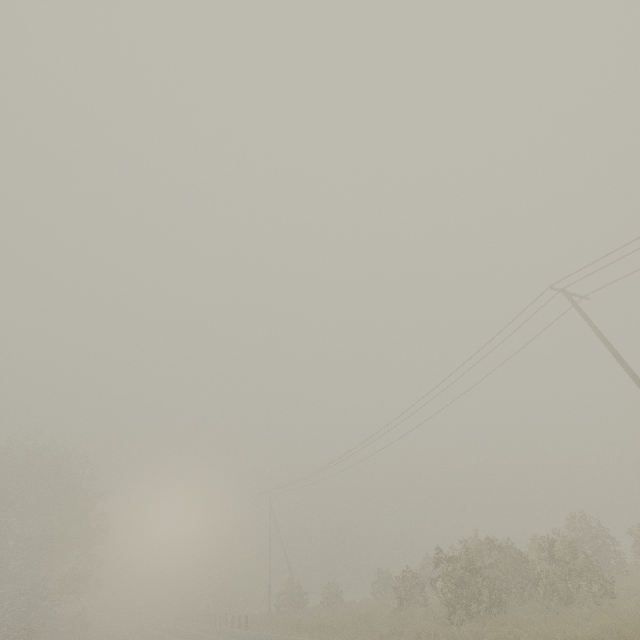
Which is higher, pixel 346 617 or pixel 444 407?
pixel 444 407

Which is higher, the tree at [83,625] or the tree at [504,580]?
the tree at [83,625]

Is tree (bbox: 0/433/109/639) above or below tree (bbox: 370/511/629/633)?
above

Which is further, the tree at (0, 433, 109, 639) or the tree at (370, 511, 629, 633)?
the tree at (0, 433, 109, 639)

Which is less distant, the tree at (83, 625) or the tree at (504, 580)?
the tree at (504, 580)

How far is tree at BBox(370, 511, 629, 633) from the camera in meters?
14.7 m
